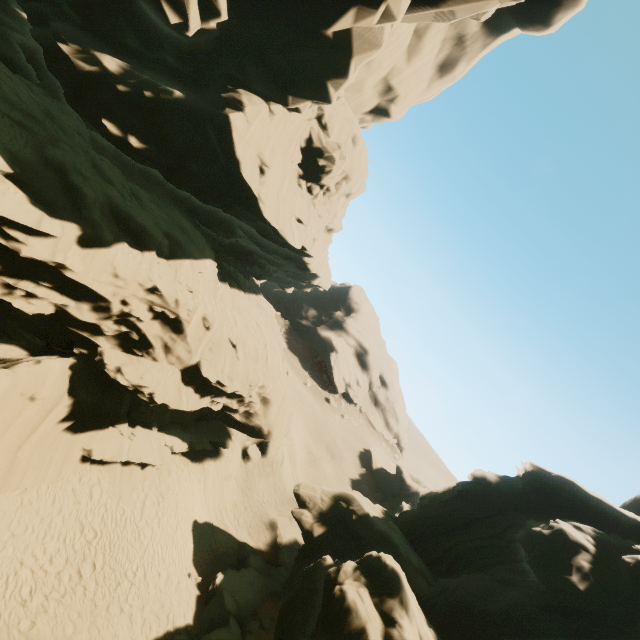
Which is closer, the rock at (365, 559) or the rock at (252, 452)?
the rock at (365, 559)

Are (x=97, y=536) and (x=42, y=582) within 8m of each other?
yes

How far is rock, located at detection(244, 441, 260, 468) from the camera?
26.5m

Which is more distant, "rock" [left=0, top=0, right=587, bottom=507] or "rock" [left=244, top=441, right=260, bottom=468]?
"rock" [left=244, top=441, right=260, bottom=468]

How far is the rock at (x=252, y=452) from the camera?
26.5m

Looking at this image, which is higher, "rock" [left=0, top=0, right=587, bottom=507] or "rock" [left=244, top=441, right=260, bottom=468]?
"rock" [left=0, top=0, right=587, bottom=507]
